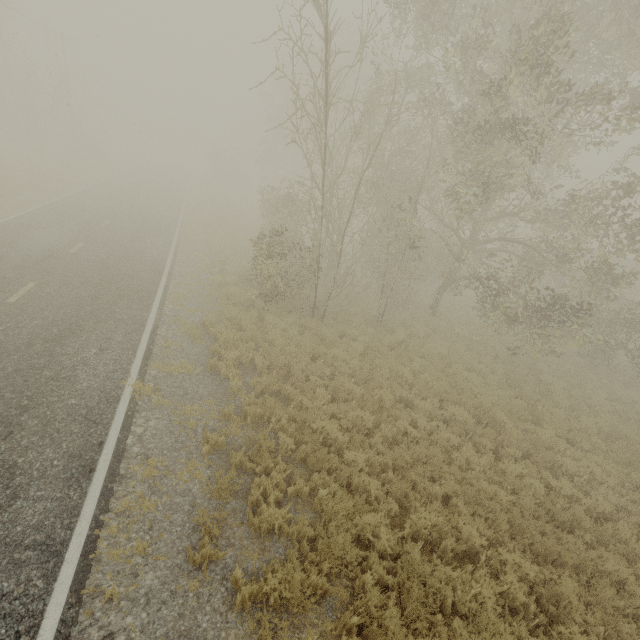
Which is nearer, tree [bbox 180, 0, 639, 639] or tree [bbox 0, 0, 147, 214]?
tree [bbox 180, 0, 639, 639]

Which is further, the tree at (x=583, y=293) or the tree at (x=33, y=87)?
the tree at (x=33, y=87)

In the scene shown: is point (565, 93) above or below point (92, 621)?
above
